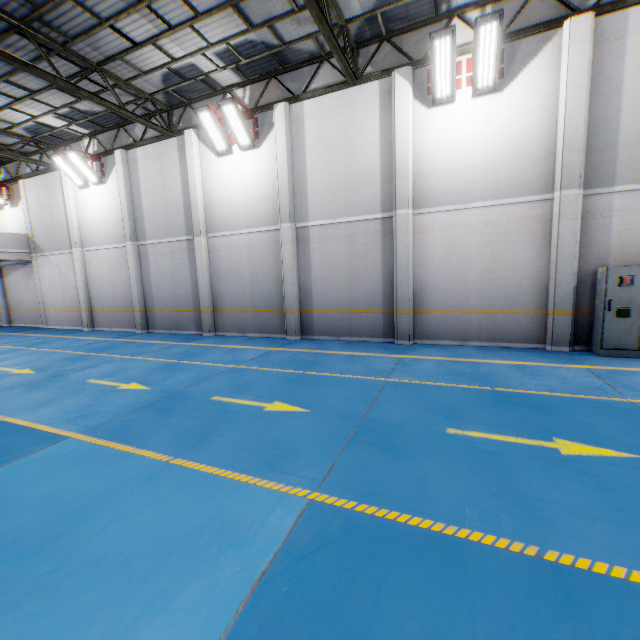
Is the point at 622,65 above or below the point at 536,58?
below

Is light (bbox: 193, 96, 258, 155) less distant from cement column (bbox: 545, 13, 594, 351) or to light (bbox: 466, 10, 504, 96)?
light (bbox: 466, 10, 504, 96)

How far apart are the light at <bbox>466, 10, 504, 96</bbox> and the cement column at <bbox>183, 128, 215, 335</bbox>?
9.33m

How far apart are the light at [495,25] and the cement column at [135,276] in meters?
13.3 m

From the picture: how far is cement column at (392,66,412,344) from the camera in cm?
916

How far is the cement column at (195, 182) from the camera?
12.3 meters

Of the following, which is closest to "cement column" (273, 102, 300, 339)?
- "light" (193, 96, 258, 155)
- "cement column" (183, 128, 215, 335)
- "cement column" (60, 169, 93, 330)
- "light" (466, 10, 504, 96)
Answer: "light" (193, 96, 258, 155)

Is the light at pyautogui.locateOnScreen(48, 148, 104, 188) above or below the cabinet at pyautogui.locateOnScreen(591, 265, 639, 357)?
above
